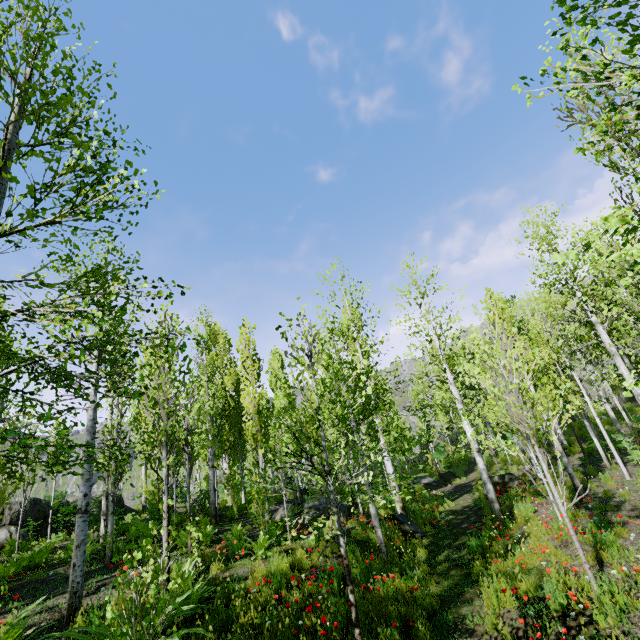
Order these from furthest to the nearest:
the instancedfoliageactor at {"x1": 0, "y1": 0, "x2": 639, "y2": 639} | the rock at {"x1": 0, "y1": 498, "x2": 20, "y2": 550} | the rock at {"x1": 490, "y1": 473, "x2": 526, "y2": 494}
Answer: the rock at {"x1": 490, "y1": 473, "x2": 526, "y2": 494}
the rock at {"x1": 0, "y1": 498, "x2": 20, "y2": 550}
the instancedfoliageactor at {"x1": 0, "y1": 0, "x2": 639, "y2": 639}

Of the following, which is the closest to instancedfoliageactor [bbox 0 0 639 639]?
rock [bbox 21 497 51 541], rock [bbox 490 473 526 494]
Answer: rock [bbox 21 497 51 541]

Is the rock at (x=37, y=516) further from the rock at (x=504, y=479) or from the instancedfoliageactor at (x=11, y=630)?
the rock at (x=504, y=479)

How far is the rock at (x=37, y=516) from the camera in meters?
14.6 m

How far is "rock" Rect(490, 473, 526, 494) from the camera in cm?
1420

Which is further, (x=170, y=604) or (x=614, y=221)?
(x=170, y=604)

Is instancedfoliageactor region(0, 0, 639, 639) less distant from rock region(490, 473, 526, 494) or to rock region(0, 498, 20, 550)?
rock region(0, 498, 20, 550)
